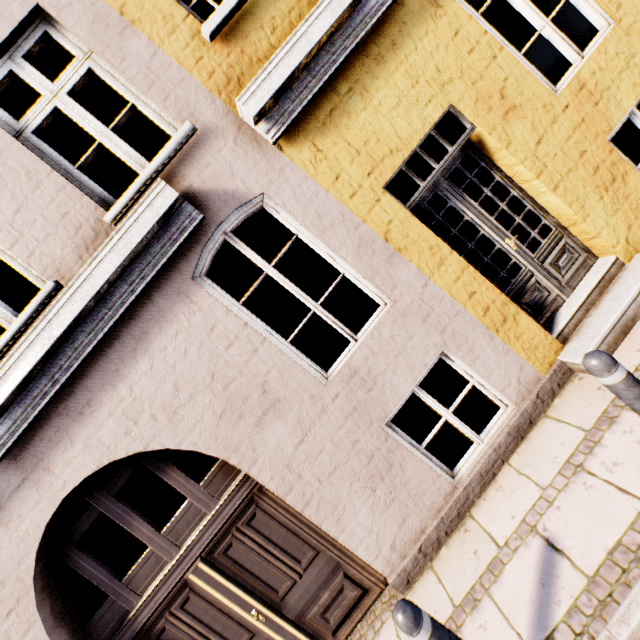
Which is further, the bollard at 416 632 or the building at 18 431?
the building at 18 431

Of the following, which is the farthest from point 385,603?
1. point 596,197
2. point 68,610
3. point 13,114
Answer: point 13,114

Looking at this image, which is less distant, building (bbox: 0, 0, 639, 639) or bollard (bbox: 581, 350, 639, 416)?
bollard (bbox: 581, 350, 639, 416)

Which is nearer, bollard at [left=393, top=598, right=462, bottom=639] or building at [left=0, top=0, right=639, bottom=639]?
bollard at [left=393, top=598, right=462, bottom=639]

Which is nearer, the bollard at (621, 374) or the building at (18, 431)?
the bollard at (621, 374)
